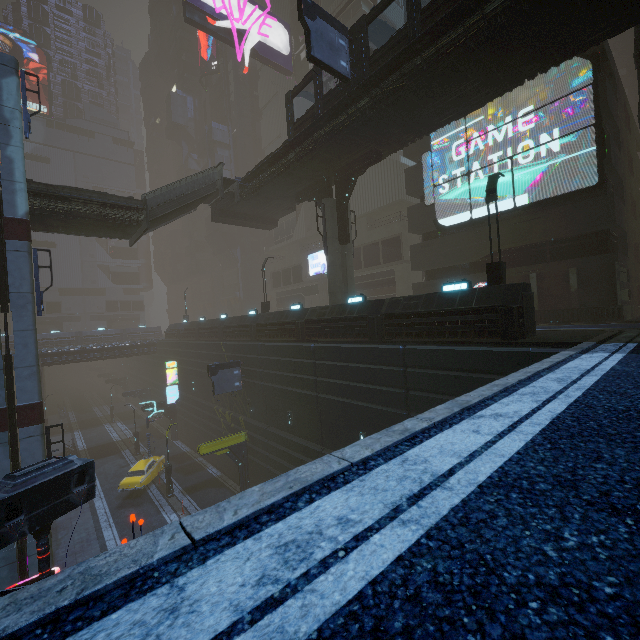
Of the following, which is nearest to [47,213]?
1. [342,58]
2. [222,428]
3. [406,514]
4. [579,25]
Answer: [342,58]

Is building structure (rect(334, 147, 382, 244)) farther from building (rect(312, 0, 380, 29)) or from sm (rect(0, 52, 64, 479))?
sm (rect(0, 52, 64, 479))

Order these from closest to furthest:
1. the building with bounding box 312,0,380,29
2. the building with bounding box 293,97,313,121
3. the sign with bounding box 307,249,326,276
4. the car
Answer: the car, the building with bounding box 312,0,380,29, the sign with bounding box 307,249,326,276, the building with bounding box 293,97,313,121

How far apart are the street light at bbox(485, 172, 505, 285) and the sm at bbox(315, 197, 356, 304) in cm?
938

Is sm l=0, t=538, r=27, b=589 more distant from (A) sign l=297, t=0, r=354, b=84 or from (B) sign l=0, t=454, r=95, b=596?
(A) sign l=297, t=0, r=354, b=84

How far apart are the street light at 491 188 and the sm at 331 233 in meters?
9.4

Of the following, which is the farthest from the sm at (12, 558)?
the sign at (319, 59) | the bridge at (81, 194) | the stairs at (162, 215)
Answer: the sign at (319, 59)

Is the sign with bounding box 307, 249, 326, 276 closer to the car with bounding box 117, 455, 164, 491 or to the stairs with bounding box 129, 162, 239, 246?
the stairs with bounding box 129, 162, 239, 246
